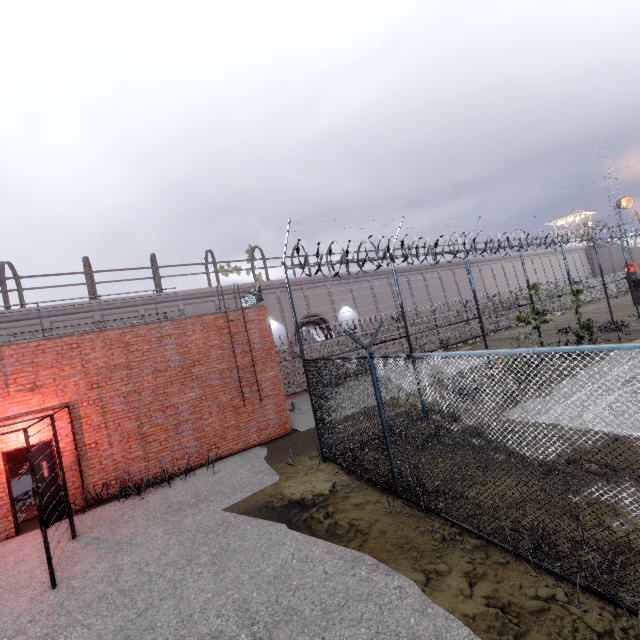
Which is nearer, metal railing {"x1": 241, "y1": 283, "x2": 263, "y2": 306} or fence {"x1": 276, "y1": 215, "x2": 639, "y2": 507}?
fence {"x1": 276, "y1": 215, "x2": 639, "y2": 507}

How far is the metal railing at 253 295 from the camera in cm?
1277

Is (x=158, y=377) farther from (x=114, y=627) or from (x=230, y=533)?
(x=114, y=627)

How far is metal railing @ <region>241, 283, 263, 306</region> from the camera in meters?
12.8

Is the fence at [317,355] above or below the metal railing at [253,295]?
below

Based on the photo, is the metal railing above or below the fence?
above
